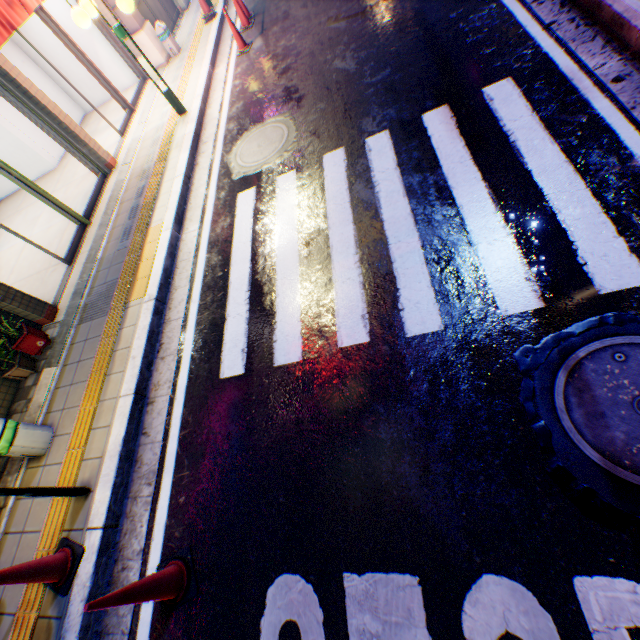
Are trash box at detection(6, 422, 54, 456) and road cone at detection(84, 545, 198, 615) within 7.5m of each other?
yes

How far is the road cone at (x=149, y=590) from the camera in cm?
237

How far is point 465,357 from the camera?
2.8m

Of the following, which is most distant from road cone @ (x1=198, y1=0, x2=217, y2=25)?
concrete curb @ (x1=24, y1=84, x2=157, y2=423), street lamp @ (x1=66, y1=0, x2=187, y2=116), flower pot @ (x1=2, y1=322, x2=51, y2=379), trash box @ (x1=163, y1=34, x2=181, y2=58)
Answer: flower pot @ (x1=2, y1=322, x2=51, y2=379)

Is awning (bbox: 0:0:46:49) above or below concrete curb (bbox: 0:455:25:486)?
above

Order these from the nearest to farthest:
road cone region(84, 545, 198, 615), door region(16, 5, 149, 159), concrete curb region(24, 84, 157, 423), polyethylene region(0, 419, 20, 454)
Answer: road cone region(84, 545, 198, 615), polyethylene region(0, 419, 20, 454), concrete curb region(24, 84, 157, 423), door region(16, 5, 149, 159)

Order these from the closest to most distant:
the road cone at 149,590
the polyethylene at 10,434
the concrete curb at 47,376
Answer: the road cone at 149,590, the polyethylene at 10,434, the concrete curb at 47,376

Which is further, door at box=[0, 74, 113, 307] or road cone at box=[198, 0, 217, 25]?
road cone at box=[198, 0, 217, 25]
